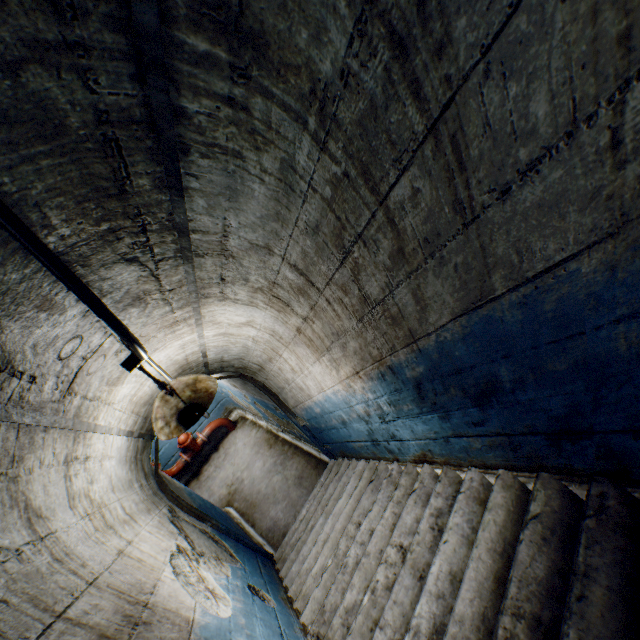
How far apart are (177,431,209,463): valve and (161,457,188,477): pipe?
0.08m

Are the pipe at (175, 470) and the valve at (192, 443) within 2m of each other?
yes

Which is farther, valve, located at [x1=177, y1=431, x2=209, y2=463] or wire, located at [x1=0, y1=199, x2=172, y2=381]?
valve, located at [x1=177, y1=431, x2=209, y2=463]

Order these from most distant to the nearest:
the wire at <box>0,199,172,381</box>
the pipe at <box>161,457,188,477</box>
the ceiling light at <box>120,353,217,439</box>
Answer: the pipe at <box>161,457,188,477</box> < the ceiling light at <box>120,353,217,439</box> < the wire at <box>0,199,172,381</box>

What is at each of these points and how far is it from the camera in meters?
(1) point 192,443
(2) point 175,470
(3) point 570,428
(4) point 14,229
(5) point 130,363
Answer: (1) valve, 6.9
(2) pipe, 6.7
(3) building tunnel, 1.5
(4) wire, 0.7
(5) ceiling light, 1.8

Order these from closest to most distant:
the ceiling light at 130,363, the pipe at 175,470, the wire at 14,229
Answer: the wire at 14,229, the ceiling light at 130,363, the pipe at 175,470

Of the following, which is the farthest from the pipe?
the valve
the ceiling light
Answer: the ceiling light

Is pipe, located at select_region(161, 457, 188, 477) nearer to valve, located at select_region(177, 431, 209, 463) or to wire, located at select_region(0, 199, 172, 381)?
valve, located at select_region(177, 431, 209, 463)
